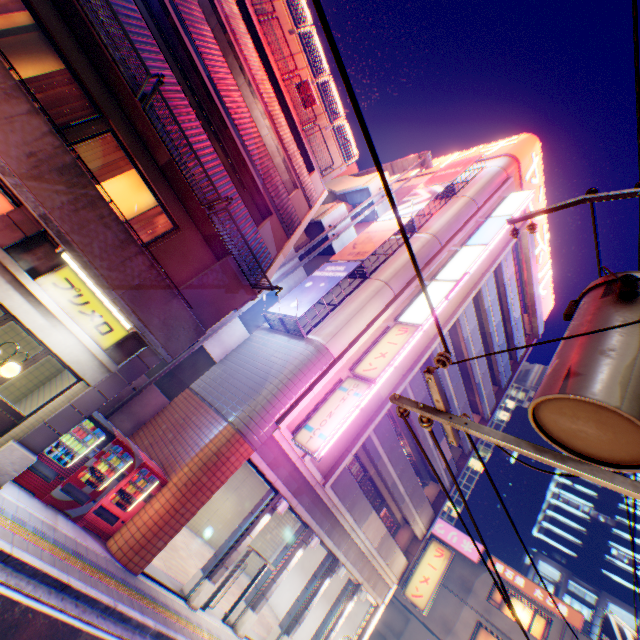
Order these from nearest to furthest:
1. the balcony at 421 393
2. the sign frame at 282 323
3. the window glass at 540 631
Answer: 1. the sign frame at 282 323
2. the balcony at 421 393
3. the window glass at 540 631

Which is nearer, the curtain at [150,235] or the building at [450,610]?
the curtain at [150,235]

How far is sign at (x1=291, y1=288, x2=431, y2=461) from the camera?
11.3 meters

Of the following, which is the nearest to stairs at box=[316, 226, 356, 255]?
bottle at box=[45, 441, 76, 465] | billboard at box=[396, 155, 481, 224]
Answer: billboard at box=[396, 155, 481, 224]

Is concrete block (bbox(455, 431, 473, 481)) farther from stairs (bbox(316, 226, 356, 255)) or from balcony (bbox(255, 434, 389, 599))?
stairs (bbox(316, 226, 356, 255))

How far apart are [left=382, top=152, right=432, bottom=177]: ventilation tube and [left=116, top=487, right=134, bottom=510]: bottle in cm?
2489

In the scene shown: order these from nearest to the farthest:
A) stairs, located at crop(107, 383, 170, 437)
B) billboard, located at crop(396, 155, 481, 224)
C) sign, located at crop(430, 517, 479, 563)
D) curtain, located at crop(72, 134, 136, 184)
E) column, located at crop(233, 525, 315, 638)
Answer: curtain, located at crop(72, 134, 136, 184) < column, located at crop(233, 525, 315, 638) < stairs, located at crop(107, 383, 170, 437) < billboard, located at crop(396, 155, 481, 224) < sign, located at crop(430, 517, 479, 563)

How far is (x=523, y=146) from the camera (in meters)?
22.62
